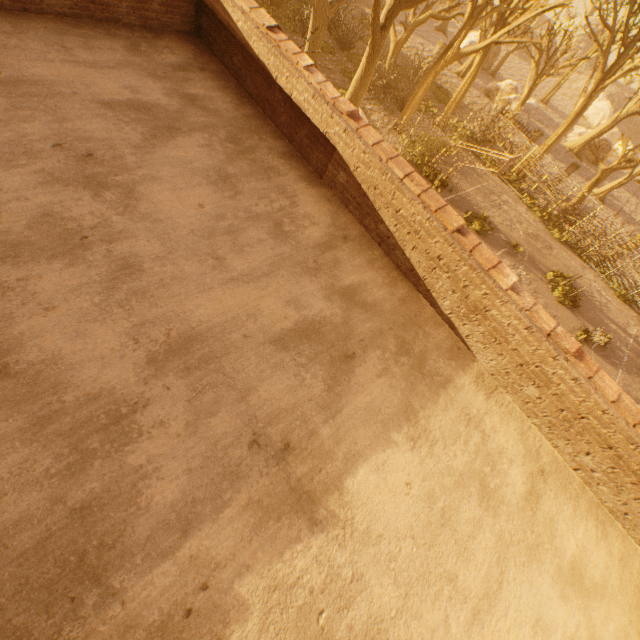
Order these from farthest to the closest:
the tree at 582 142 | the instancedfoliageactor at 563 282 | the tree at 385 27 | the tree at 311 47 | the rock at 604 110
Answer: the rock at 604 110 → the tree at 582 142 → the instancedfoliageactor at 563 282 → the tree at 311 47 → the tree at 385 27

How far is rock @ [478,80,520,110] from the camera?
33.06m

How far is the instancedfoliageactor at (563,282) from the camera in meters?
19.3

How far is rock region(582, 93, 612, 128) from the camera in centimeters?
4634cm

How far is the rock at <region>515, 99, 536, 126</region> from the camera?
33.0m

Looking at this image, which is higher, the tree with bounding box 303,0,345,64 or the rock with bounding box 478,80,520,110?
the tree with bounding box 303,0,345,64

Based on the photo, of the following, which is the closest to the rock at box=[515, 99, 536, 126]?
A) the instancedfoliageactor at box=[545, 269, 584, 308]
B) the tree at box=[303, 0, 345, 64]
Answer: the tree at box=[303, 0, 345, 64]

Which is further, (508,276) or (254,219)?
(254,219)
